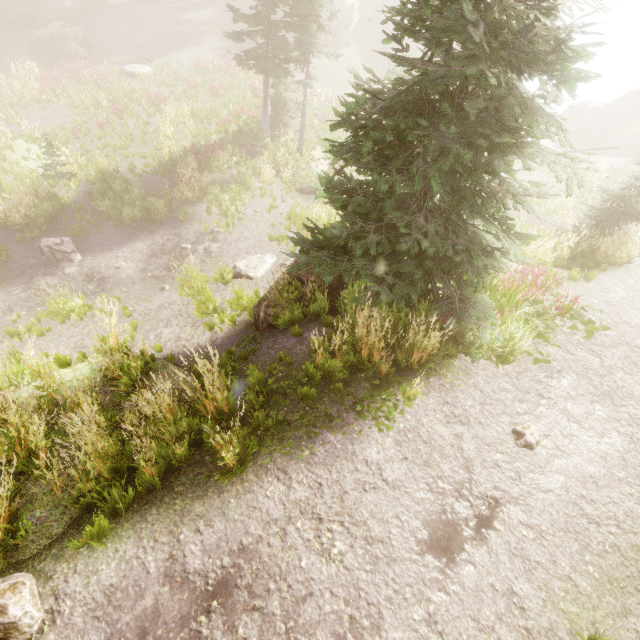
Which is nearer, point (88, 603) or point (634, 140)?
point (88, 603)

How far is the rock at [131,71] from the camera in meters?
23.5 m

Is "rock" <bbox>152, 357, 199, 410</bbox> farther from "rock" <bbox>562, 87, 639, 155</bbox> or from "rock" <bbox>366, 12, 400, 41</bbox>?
"rock" <bbox>562, 87, 639, 155</bbox>

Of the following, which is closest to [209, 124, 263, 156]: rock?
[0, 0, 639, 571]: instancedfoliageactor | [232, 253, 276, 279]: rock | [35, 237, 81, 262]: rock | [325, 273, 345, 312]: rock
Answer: [0, 0, 639, 571]: instancedfoliageactor

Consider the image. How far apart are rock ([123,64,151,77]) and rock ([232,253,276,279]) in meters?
21.2 m

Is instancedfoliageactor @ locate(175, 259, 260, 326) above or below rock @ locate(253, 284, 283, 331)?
below

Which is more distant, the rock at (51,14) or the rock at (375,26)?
the rock at (375,26)

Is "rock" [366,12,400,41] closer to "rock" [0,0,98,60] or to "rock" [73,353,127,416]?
"rock" [0,0,98,60]
